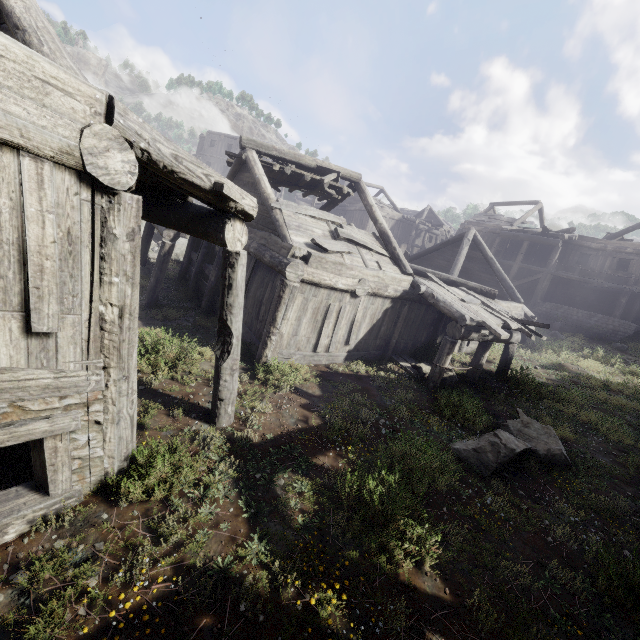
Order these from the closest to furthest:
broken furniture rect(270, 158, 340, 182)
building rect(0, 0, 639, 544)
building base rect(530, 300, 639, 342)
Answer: building rect(0, 0, 639, 544)
broken furniture rect(270, 158, 340, 182)
building base rect(530, 300, 639, 342)

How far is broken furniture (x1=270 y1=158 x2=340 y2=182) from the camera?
11.6 meters

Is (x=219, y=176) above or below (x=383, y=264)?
above

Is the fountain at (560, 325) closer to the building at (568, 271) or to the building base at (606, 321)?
the building base at (606, 321)

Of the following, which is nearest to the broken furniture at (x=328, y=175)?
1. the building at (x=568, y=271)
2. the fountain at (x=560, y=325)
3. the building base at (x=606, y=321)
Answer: the building at (x=568, y=271)

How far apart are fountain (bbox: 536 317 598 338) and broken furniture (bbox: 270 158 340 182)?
18.86m

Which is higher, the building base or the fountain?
the building base

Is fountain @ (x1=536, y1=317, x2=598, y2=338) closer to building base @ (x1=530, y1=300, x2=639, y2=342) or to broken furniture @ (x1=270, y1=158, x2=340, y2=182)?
building base @ (x1=530, y1=300, x2=639, y2=342)
